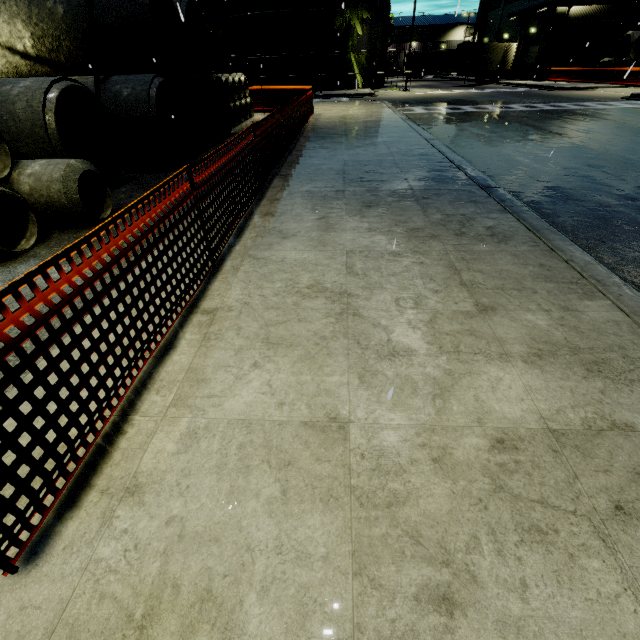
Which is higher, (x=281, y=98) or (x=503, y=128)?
(x=281, y=98)

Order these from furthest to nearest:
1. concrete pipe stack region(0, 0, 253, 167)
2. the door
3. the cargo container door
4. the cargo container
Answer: the door, the cargo container, the cargo container door, concrete pipe stack region(0, 0, 253, 167)

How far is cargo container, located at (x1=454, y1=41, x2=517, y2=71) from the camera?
34.0 meters

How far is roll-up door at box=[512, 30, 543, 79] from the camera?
38.06m

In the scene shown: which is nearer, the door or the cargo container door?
the cargo container door

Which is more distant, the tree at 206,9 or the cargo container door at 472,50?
Answer: the cargo container door at 472,50

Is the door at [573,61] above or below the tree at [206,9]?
below

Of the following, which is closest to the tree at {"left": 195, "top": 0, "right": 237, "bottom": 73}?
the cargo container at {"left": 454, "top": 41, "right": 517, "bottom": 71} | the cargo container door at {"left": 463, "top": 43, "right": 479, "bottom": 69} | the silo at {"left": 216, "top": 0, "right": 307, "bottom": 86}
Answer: the silo at {"left": 216, "top": 0, "right": 307, "bottom": 86}
